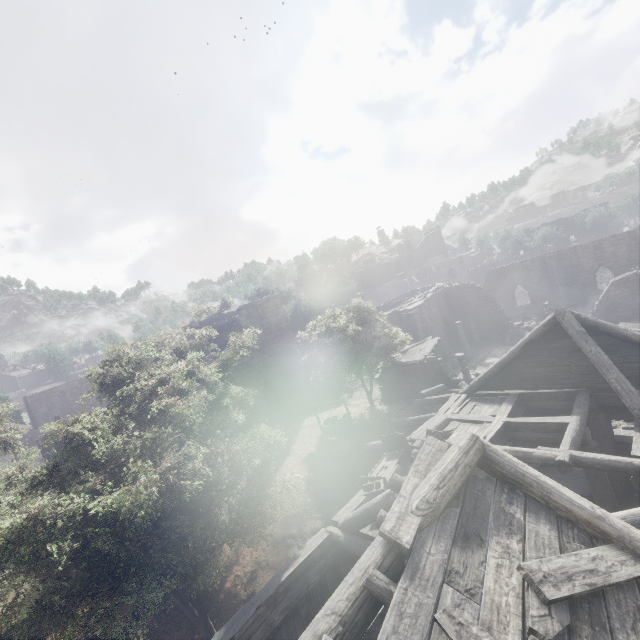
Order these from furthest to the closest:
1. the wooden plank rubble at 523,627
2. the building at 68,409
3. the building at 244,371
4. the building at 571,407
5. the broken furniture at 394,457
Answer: the building at 68,409 < the building at 244,371 < the broken furniture at 394,457 < the building at 571,407 < the wooden plank rubble at 523,627

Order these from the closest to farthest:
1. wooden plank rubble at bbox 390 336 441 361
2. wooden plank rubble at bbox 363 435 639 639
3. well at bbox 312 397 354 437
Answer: wooden plank rubble at bbox 363 435 639 639 < well at bbox 312 397 354 437 < wooden plank rubble at bbox 390 336 441 361

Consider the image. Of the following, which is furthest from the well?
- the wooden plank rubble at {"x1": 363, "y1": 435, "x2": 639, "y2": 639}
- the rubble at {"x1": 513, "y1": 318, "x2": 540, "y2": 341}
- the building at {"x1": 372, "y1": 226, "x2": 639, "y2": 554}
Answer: the rubble at {"x1": 513, "y1": 318, "x2": 540, "y2": 341}

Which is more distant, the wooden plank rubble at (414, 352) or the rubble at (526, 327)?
the rubble at (526, 327)

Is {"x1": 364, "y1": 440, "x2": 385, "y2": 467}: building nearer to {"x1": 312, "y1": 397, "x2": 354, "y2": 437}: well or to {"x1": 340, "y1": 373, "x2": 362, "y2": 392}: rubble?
{"x1": 340, "y1": 373, "x2": 362, "y2": 392}: rubble

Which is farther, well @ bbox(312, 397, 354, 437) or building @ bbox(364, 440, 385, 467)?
well @ bbox(312, 397, 354, 437)

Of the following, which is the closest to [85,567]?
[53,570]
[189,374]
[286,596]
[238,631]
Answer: [53,570]

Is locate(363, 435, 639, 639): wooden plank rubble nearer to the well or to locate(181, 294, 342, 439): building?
locate(181, 294, 342, 439): building
